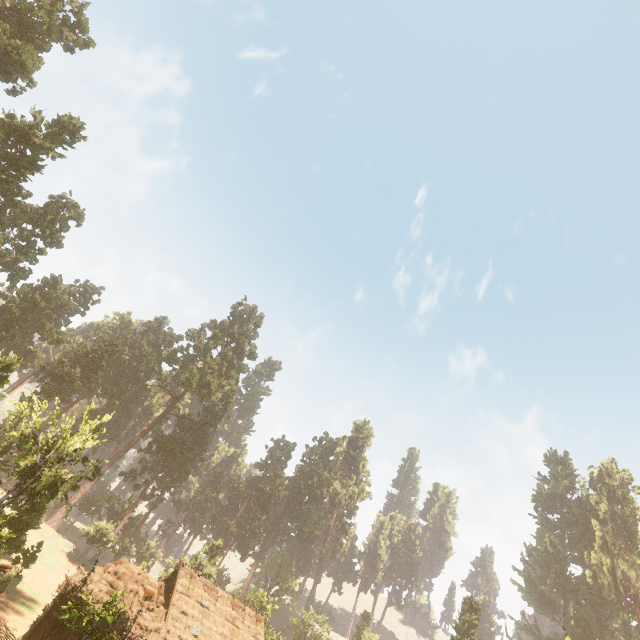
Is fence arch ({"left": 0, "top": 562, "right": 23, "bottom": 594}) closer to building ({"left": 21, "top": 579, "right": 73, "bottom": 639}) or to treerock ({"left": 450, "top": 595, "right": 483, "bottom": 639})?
building ({"left": 21, "top": 579, "right": 73, "bottom": 639})

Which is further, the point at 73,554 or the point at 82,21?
the point at 73,554

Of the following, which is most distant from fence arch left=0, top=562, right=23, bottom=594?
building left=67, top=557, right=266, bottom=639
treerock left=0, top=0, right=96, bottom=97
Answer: treerock left=0, top=0, right=96, bottom=97

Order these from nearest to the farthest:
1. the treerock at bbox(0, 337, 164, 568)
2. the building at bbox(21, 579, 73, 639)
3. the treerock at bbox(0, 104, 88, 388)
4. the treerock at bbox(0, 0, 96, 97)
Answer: the building at bbox(21, 579, 73, 639), the treerock at bbox(0, 337, 164, 568), the treerock at bbox(0, 0, 96, 97), the treerock at bbox(0, 104, 88, 388)

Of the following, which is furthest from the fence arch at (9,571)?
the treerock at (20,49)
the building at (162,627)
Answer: the treerock at (20,49)

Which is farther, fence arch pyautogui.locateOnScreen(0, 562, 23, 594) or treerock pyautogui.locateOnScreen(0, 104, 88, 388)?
treerock pyautogui.locateOnScreen(0, 104, 88, 388)

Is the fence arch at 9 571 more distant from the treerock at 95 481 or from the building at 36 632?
the treerock at 95 481

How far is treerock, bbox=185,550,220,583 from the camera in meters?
41.0 m
